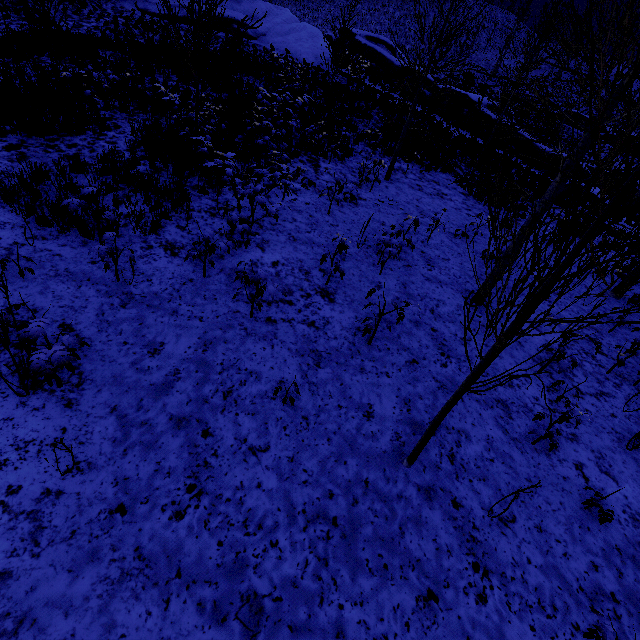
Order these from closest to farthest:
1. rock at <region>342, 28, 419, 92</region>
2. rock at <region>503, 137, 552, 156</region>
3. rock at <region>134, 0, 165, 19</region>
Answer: rock at <region>134, 0, 165, 19</region> < rock at <region>503, 137, 552, 156</region> < rock at <region>342, 28, 419, 92</region>

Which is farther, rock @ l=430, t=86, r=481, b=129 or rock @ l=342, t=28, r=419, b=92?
rock @ l=342, t=28, r=419, b=92

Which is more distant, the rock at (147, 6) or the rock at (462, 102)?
the rock at (462, 102)

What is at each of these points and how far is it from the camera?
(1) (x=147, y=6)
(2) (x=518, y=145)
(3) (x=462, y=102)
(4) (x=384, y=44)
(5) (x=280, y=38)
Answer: (1) rock, 21.5 meters
(2) rock, 23.0 meters
(3) rock, 23.3 meters
(4) rock, 27.7 meters
(5) rock, 23.9 meters

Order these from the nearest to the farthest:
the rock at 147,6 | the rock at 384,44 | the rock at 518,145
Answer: the rock at 147,6 → the rock at 518,145 → the rock at 384,44

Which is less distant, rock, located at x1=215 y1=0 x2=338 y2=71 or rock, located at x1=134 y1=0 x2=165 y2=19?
rock, located at x1=134 y1=0 x2=165 y2=19

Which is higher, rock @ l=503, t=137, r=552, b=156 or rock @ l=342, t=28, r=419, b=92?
rock @ l=342, t=28, r=419, b=92

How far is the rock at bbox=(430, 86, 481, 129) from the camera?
23.2 meters
